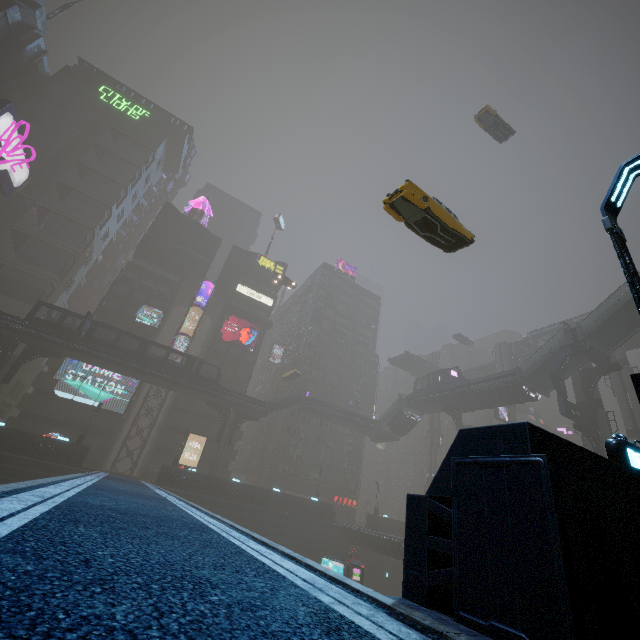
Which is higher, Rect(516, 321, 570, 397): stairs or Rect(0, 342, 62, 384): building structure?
Rect(516, 321, 570, 397): stairs

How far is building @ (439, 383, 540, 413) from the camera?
35.78m

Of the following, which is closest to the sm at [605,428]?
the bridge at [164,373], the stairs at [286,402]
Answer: the bridge at [164,373]

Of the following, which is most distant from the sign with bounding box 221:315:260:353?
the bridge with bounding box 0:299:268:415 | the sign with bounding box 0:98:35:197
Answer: the sign with bounding box 0:98:35:197

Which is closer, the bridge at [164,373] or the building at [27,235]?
the bridge at [164,373]

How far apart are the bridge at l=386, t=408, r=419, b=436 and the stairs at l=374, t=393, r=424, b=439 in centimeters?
0cm

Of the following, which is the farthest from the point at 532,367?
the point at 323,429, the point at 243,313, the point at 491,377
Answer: the point at 243,313

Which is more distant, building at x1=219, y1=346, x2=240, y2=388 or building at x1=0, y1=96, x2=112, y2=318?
building at x1=219, y1=346, x2=240, y2=388
